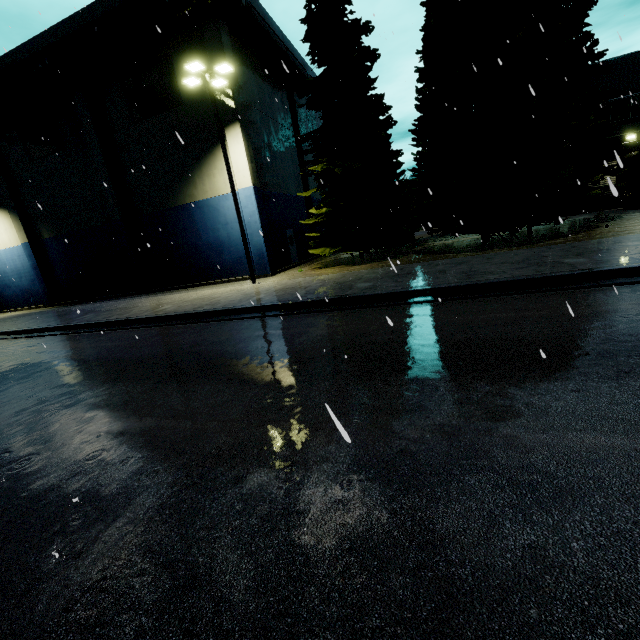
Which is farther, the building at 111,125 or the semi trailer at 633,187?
the semi trailer at 633,187

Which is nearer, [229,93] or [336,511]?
[336,511]

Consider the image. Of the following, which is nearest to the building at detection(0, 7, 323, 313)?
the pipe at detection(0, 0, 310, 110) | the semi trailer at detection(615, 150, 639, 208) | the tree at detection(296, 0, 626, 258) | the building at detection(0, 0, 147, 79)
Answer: the pipe at detection(0, 0, 310, 110)

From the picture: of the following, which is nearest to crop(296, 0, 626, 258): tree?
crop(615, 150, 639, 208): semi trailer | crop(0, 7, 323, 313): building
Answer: crop(615, 150, 639, 208): semi trailer

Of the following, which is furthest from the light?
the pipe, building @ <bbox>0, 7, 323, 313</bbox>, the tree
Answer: the tree

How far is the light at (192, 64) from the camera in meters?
13.9 m

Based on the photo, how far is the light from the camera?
13.9 meters

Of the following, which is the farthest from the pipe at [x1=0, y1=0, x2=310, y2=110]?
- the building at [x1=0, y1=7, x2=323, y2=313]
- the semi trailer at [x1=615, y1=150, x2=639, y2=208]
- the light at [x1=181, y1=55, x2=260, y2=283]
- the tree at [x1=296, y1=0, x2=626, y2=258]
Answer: the semi trailer at [x1=615, y1=150, x2=639, y2=208]
